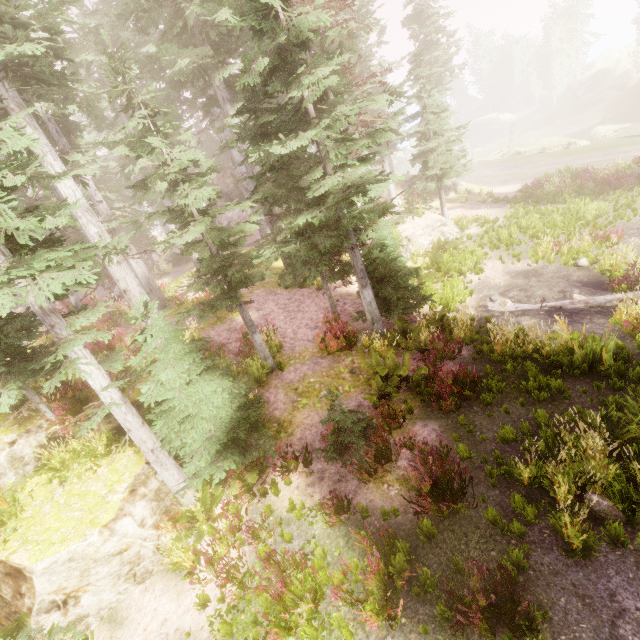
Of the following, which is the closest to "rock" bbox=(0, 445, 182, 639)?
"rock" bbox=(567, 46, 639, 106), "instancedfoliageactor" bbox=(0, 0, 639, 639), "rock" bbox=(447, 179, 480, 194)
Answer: "instancedfoliageactor" bbox=(0, 0, 639, 639)

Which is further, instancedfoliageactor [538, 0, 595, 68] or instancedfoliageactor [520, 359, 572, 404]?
instancedfoliageactor [538, 0, 595, 68]

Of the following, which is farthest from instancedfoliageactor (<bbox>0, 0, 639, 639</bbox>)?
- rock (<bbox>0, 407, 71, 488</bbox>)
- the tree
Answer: the tree

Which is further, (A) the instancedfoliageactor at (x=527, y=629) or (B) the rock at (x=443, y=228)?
(B) the rock at (x=443, y=228)

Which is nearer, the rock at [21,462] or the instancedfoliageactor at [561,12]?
the rock at [21,462]

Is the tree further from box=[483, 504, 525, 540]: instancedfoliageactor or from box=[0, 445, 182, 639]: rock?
box=[0, 445, 182, 639]: rock

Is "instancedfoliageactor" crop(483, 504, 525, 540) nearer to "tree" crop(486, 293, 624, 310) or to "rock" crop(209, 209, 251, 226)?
"rock" crop(209, 209, 251, 226)

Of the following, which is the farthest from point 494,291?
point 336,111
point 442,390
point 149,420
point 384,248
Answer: point 149,420
